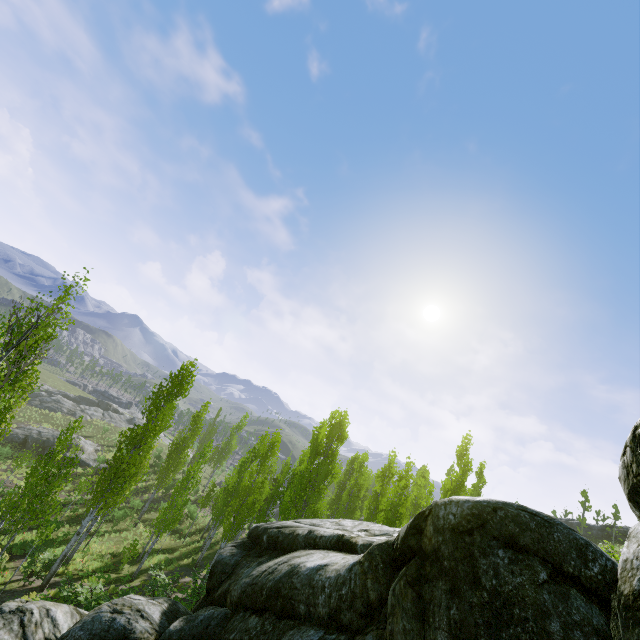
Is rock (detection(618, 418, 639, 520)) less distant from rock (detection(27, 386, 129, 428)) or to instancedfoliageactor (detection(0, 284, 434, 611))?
instancedfoliageactor (detection(0, 284, 434, 611))

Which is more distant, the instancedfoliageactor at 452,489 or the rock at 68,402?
the rock at 68,402

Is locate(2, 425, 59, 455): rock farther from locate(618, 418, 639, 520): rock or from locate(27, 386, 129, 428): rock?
locate(618, 418, 639, 520): rock

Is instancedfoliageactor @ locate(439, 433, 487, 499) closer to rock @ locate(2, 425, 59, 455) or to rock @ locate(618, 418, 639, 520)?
rock @ locate(618, 418, 639, 520)

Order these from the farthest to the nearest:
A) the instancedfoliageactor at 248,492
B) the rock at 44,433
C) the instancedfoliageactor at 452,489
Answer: the rock at 44,433, the instancedfoliageactor at 452,489, the instancedfoliageactor at 248,492

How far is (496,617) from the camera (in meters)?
3.75

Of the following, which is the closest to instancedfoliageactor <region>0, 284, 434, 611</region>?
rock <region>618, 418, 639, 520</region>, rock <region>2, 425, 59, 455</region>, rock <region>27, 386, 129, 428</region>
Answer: rock <region>618, 418, 639, 520</region>
